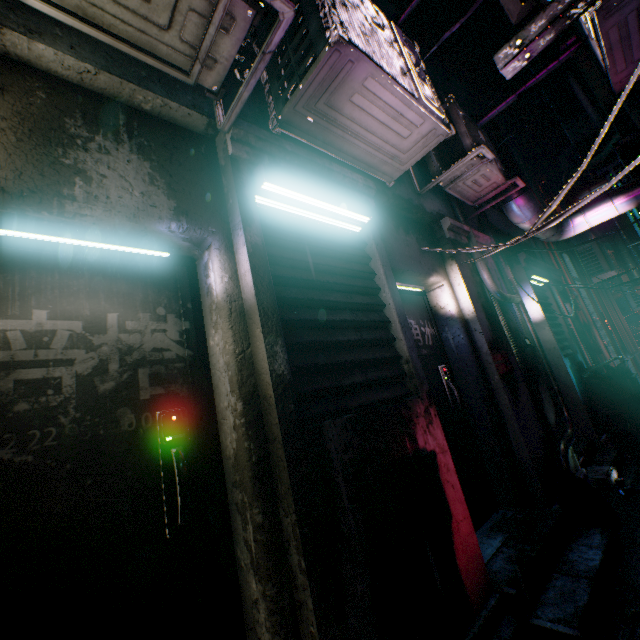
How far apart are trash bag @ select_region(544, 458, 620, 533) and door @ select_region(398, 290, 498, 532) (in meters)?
0.48

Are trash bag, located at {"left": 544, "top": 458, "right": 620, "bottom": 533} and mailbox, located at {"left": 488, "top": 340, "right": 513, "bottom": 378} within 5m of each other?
yes

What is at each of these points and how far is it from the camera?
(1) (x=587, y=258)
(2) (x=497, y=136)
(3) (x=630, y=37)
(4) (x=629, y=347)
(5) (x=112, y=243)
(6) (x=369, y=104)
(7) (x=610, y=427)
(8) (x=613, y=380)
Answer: (1) air conditioner, 8.3m
(2) air duct, 3.9m
(3) air conditioner, 2.4m
(4) pipe, 9.4m
(5) fluorescent light, 1.4m
(6) air conditioner, 1.9m
(7) trash bag, 4.4m
(8) trash bin, 4.5m

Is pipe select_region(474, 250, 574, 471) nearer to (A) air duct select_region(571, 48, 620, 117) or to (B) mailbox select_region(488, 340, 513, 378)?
(B) mailbox select_region(488, 340, 513, 378)

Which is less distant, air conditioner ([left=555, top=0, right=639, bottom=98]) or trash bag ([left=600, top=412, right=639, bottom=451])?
air conditioner ([left=555, top=0, right=639, bottom=98])

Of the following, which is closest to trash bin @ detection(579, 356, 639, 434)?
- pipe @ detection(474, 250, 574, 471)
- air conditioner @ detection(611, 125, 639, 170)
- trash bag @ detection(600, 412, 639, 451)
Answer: trash bag @ detection(600, 412, 639, 451)

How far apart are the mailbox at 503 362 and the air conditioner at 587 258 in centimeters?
743cm

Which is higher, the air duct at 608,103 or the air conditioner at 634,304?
the air duct at 608,103
